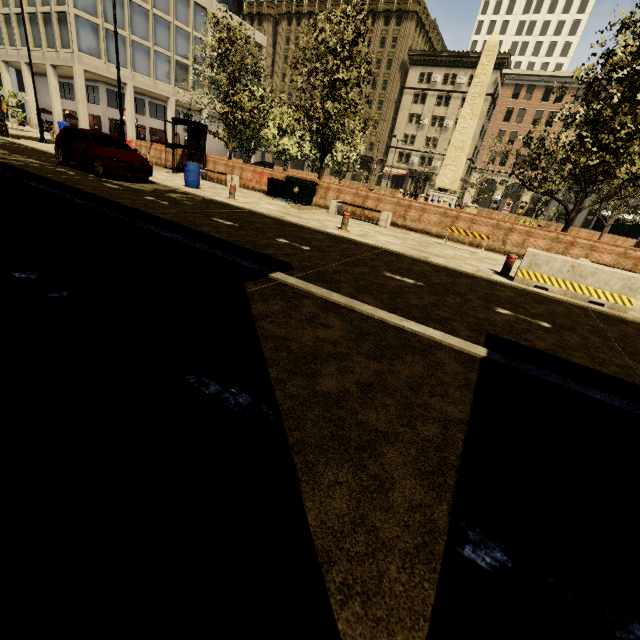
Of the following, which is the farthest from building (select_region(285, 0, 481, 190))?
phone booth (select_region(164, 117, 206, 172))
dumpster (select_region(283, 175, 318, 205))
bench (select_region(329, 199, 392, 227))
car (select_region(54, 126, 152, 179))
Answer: bench (select_region(329, 199, 392, 227))

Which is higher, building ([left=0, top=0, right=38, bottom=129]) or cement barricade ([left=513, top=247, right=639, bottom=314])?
building ([left=0, top=0, right=38, bottom=129])

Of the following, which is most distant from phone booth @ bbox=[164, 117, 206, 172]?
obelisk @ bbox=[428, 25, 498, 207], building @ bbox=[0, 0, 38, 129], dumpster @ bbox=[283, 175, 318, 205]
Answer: building @ bbox=[0, 0, 38, 129]

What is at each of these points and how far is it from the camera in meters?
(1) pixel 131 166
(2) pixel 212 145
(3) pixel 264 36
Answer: (1) car, 11.6 m
(2) building, 49.3 m
(3) building, 44.6 m

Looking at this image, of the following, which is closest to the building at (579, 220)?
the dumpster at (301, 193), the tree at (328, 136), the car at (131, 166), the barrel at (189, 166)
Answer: the tree at (328, 136)

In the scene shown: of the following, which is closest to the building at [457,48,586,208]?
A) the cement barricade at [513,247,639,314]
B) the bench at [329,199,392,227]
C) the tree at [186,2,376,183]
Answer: the tree at [186,2,376,183]

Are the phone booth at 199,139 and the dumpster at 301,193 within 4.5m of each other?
no

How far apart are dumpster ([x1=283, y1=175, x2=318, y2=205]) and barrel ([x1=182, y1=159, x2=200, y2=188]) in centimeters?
362cm
